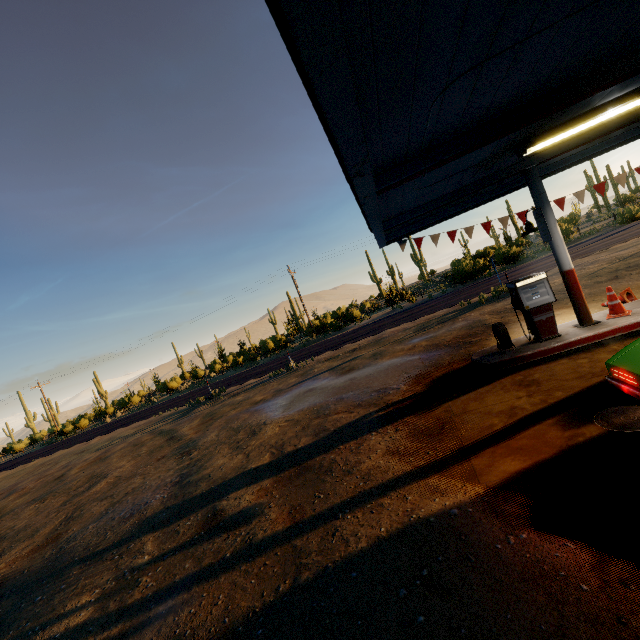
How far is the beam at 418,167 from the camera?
4.5 meters

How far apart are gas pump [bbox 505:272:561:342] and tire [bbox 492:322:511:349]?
0.31m

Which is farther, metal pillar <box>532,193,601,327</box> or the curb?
metal pillar <box>532,193,601,327</box>

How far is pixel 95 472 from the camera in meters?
13.8 m

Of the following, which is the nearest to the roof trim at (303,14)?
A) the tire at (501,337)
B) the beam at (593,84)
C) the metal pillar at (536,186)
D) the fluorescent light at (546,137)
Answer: the beam at (593,84)

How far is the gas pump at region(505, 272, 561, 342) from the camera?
7.3 meters

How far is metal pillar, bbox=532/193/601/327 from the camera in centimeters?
734cm

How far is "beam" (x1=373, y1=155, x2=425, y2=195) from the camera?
4.53m
